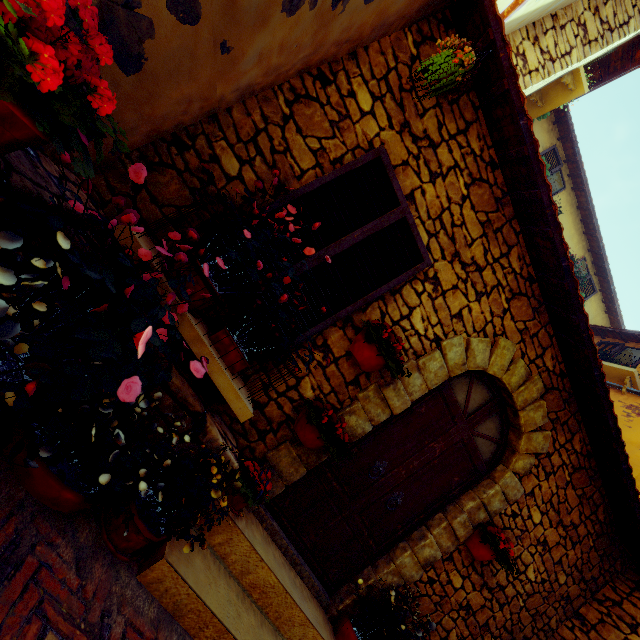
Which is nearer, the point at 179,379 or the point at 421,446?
the point at 179,379

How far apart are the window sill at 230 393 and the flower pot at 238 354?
0.0 meters

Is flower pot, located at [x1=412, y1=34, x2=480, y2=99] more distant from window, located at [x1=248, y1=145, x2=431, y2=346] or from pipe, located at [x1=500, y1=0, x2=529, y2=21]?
pipe, located at [x1=500, y1=0, x2=529, y2=21]

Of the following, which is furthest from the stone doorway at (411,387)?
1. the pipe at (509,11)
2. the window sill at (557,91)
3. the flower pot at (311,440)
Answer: the window sill at (557,91)

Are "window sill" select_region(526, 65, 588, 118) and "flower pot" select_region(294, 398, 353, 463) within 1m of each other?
no

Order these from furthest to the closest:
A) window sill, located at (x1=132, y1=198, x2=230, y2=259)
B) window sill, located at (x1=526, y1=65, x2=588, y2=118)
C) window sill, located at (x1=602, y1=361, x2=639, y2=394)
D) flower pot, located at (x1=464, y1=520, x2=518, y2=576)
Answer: window sill, located at (x1=602, y1=361, x2=639, y2=394)
window sill, located at (x1=526, y1=65, x2=588, y2=118)
flower pot, located at (x1=464, y1=520, x2=518, y2=576)
window sill, located at (x1=132, y1=198, x2=230, y2=259)

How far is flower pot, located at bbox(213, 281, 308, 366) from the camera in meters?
2.3 m

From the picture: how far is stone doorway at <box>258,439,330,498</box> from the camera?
2.9m
